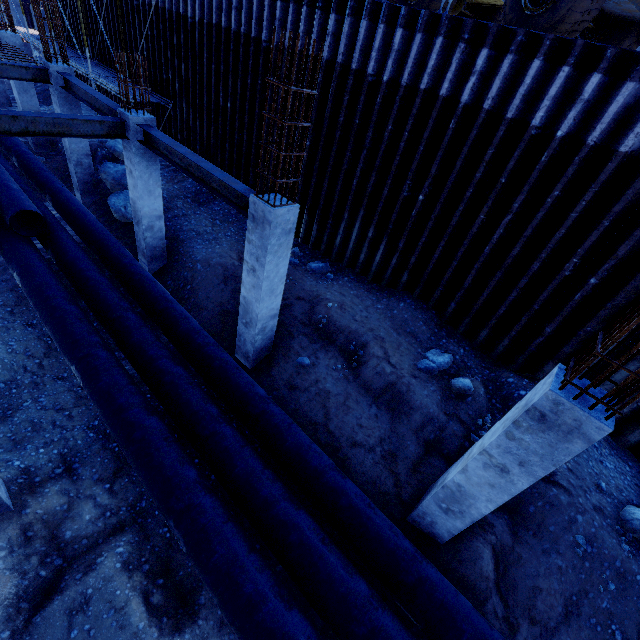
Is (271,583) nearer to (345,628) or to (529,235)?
(345,628)

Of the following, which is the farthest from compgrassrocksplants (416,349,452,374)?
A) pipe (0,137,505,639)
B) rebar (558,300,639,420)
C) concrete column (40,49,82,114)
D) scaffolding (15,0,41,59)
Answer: scaffolding (15,0,41,59)

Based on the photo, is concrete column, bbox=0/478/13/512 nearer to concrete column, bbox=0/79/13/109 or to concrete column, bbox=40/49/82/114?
concrete column, bbox=40/49/82/114

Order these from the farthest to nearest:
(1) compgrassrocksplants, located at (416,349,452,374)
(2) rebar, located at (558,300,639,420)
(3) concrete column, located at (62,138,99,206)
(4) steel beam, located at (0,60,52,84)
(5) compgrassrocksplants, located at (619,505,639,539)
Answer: (3) concrete column, located at (62,138,99,206) → (4) steel beam, located at (0,60,52,84) → (1) compgrassrocksplants, located at (416,349,452,374) → (5) compgrassrocksplants, located at (619,505,639,539) → (2) rebar, located at (558,300,639,420)

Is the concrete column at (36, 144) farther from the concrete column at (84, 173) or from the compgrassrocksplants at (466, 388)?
the compgrassrocksplants at (466, 388)

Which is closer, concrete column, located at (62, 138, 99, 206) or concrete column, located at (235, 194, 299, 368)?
concrete column, located at (235, 194, 299, 368)

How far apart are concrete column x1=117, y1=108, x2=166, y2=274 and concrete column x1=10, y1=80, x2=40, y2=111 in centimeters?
933cm

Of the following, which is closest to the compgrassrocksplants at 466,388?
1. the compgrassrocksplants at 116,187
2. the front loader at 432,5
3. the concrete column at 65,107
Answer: the front loader at 432,5
